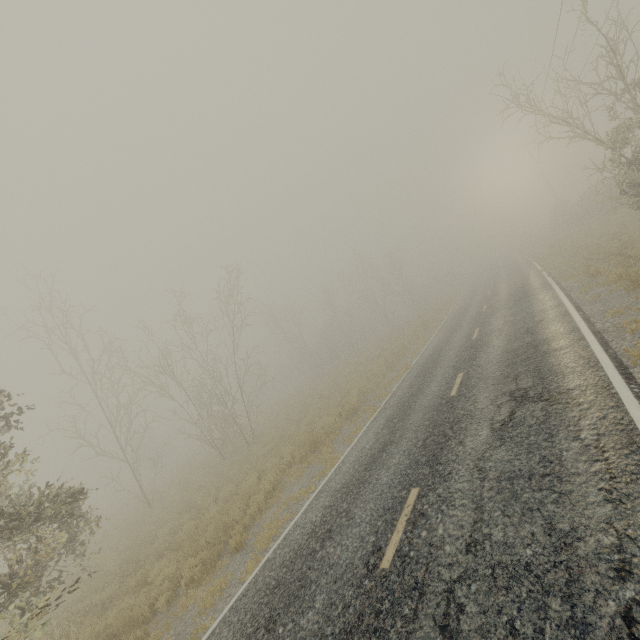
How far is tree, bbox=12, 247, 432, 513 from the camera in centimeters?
2081cm

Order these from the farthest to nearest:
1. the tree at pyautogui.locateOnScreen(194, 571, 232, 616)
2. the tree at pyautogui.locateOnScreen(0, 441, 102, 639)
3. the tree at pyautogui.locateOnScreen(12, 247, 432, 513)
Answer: the tree at pyautogui.locateOnScreen(12, 247, 432, 513) < the tree at pyautogui.locateOnScreen(194, 571, 232, 616) < the tree at pyautogui.locateOnScreen(0, 441, 102, 639)

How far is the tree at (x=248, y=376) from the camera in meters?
20.8

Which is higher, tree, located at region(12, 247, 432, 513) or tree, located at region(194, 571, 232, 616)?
tree, located at region(12, 247, 432, 513)

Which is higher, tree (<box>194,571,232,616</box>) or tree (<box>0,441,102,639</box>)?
tree (<box>0,441,102,639</box>)

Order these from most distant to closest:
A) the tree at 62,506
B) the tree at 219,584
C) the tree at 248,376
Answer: the tree at 248,376 → the tree at 219,584 → the tree at 62,506

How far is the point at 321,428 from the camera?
14.5 meters

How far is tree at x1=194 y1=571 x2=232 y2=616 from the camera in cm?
688
